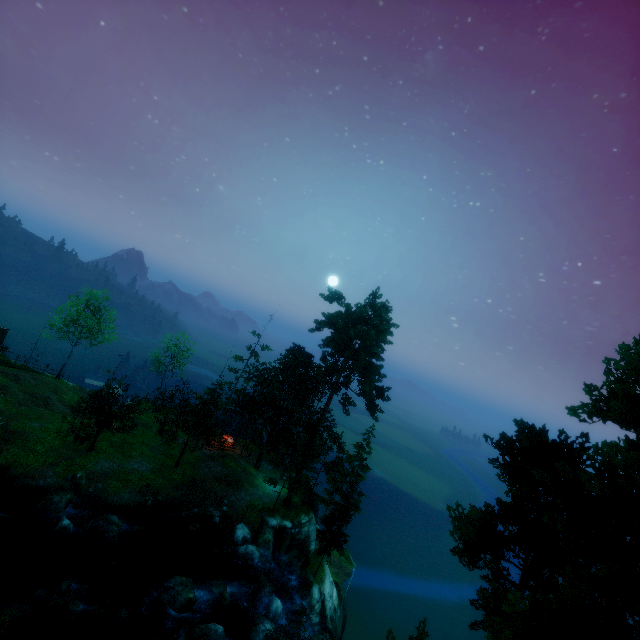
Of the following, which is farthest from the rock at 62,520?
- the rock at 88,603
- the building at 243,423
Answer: the building at 243,423

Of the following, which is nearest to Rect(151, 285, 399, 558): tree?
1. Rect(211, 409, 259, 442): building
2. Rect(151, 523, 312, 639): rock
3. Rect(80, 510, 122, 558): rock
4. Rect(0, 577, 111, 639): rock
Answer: Rect(211, 409, 259, 442): building

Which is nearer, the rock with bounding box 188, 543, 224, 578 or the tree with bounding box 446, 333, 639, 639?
the tree with bounding box 446, 333, 639, 639

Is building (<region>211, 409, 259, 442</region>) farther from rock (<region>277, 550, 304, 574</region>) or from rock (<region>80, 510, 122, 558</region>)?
rock (<region>80, 510, 122, 558</region>)

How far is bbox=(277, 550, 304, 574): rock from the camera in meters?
29.3

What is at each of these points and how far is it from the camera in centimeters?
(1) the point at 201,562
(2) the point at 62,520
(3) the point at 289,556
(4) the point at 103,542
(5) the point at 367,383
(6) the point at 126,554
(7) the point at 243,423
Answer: (1) rock, 2505cm
(2) rock, 2216cm
(3) rock, 2997cm
(4) rock, 2255cm
(5) tree, 3058cm
(6) rock, 2305cm
(7) building, 3938cm

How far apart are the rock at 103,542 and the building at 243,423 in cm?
1359
